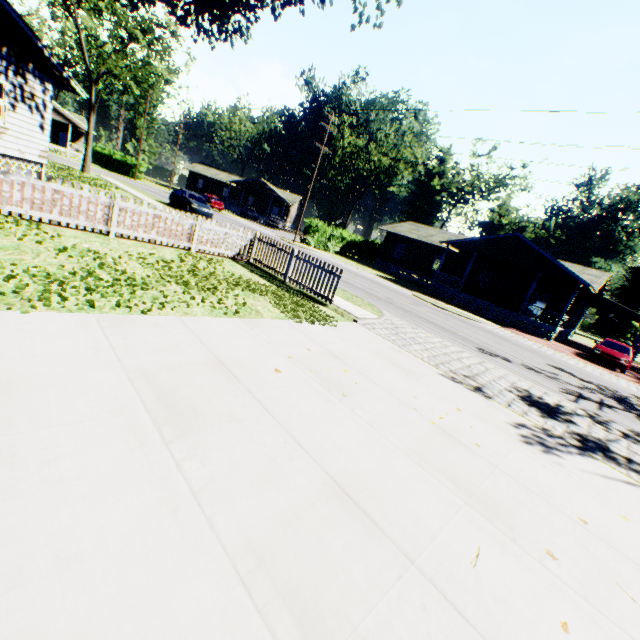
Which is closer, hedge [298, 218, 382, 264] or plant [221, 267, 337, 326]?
plant [221, 267, 337, 326]

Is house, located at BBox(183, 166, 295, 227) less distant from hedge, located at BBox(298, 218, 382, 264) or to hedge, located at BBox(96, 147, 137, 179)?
hedge, located at BBox(96, 147, 137, 179)

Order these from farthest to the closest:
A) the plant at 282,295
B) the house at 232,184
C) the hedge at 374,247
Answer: the house at 232,184, the hedge at 374,247, the plant at 282,295

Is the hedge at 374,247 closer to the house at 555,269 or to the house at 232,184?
the house at 555,269

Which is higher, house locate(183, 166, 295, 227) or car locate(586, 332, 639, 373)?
house locate(183, 166, 295, 227)

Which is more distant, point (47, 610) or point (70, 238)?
point (70, 238)

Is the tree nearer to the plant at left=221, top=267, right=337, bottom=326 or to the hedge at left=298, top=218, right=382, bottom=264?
the plant at left=221, top=267, right=337, bottom=326

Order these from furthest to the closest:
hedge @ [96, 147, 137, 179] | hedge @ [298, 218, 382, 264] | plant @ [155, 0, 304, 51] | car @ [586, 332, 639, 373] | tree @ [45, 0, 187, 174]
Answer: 1. hedge @ [96, 147, 137, 179]
2. hedge @ [298, 218, 382, 264]
3. tree @ [45, 0, 187, 174]
4. car @ [586, 332, 639, 373]
5. plant @ [155, 0, 304, 51]
